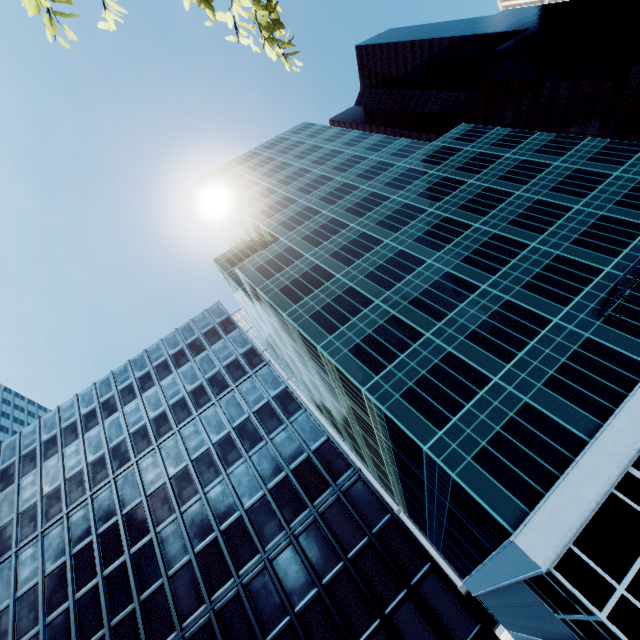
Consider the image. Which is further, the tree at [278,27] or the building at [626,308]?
the building at [626,308]

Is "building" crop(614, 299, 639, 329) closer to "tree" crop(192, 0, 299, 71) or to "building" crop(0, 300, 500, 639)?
"building" crop(0, 300, 500, 639)

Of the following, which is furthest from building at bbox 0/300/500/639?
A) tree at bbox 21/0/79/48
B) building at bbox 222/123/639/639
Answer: tree at bbox 21/0/79/48

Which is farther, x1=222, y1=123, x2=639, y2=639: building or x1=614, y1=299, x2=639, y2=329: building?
x1=614, y1=299, x2=639, y2=329: building

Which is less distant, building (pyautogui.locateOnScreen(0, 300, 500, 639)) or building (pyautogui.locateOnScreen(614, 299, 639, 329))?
building (pyautogui.locateOnScreen(0, 300, 500, 639))

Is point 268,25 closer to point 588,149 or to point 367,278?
point 367,278

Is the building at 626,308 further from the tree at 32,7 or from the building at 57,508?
the tree at 32,7

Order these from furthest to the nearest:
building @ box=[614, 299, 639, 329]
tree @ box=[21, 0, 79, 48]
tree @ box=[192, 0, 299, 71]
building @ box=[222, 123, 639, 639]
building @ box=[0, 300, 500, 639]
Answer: building @ box=[614, 299, 639, 329] → building @ box=[222, 123, 639, 639] → building @ box=[0, 300, 500, 639] → tree @ box=[192, 0, 299, 71] → tree @ box=[21, 0, 79, 48]
